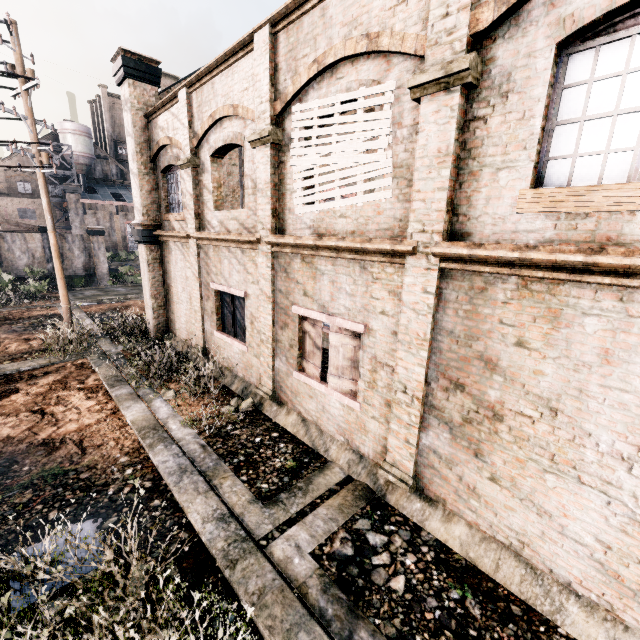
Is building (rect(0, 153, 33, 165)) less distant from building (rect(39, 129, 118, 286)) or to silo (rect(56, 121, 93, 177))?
building (rect(39, 129, 118, 286))

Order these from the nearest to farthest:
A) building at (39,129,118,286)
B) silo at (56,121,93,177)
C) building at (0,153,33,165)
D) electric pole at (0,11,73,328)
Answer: electric pole at (0,11,73,328) < building at (39,129,118,286) < building at (0,153,33,165) < silo at (56,121,93,177)

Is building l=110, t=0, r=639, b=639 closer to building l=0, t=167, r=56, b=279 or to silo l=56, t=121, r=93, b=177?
building l=0, t=167, r=56, b=279

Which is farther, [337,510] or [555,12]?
[337,510]

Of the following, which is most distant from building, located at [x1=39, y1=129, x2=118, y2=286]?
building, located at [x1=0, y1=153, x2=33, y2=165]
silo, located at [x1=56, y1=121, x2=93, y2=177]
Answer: building, located at [x1=0, y1=153, x2=33, y2=165]

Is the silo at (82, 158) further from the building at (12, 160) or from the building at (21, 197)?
the building at (12, 160)

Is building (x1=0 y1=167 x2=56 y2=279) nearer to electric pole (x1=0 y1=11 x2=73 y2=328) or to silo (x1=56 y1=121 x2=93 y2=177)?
silo (x1=56 y1=121 x2=93 y2=177)

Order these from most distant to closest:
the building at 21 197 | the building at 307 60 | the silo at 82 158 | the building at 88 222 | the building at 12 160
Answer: the silo at 82 158
the building at 12 160
the building at 88 222
the building at 21 197
the building at 307 60
